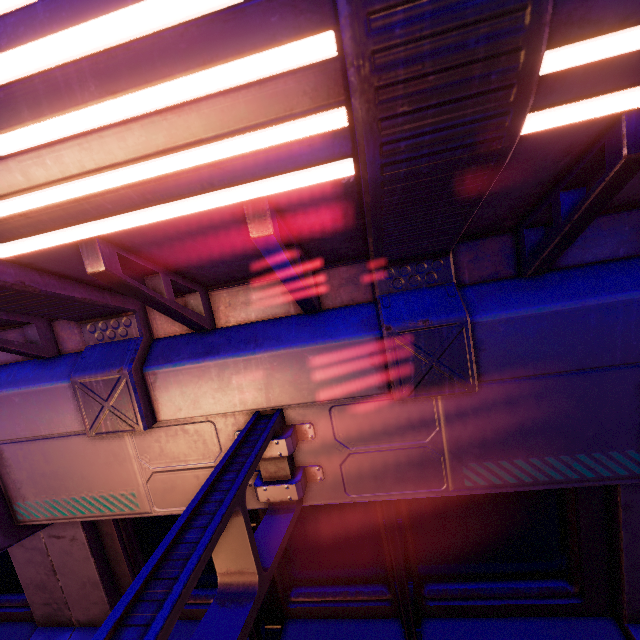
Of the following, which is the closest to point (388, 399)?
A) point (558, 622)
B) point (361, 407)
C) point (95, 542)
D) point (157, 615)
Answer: point (361, 407)
